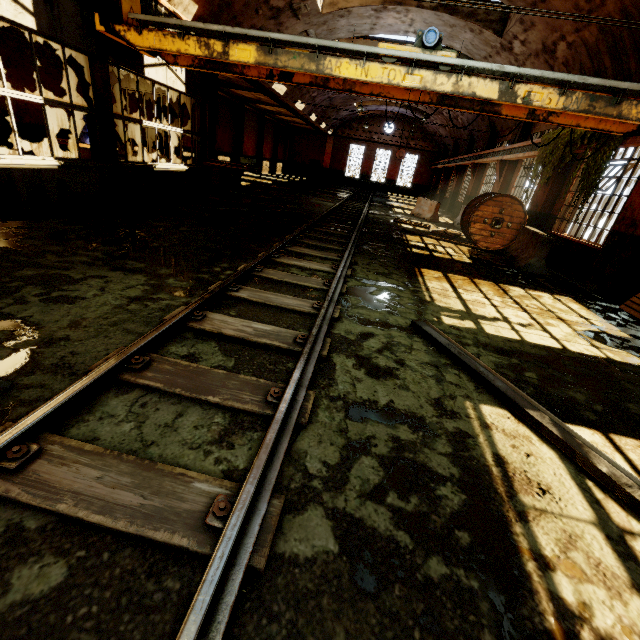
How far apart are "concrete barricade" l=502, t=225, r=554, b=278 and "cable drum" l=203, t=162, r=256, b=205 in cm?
914

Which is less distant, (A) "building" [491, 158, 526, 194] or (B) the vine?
(B) the vine

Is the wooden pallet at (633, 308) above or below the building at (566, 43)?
below

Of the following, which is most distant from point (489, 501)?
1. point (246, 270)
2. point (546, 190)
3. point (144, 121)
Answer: point (546, 190)

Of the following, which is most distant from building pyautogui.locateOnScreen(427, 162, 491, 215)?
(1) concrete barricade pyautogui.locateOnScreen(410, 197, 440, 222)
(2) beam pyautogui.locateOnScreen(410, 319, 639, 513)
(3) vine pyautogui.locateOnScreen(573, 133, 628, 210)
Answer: (2) beam pyautogui.locateOnScreen(410, 319, 639, 513)

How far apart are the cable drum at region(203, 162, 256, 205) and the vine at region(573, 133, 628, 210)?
10.32m

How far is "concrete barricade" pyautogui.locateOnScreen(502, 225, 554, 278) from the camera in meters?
8.4 m

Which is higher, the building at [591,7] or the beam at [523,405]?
the building at [591,7]
